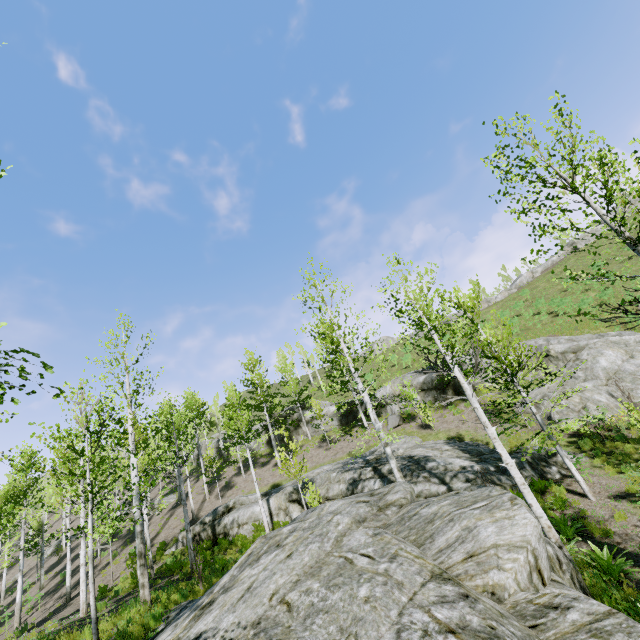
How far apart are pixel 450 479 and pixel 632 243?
10.6m

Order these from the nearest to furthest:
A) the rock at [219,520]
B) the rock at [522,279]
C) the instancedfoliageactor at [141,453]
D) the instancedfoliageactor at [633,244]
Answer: the instancedfoliageactor at [633,244], the instancedfoliageactor at [141,453], the rock at [219,520], the rock at [522,279]

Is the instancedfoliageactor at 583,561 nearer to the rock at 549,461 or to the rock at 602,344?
the rock at 549,461

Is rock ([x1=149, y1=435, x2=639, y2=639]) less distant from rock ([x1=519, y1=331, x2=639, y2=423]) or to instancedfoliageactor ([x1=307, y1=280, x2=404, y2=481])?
instancedfoliageactor ([x1=307, y1=280, x2=404, y2=481])

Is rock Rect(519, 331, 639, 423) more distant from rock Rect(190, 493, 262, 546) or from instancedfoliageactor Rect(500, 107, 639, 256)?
instancedfoliageactor Rect(500, 107, 639, 256)

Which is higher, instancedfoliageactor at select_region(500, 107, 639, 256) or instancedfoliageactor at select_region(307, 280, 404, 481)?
instancedfoliageactor at select_region(307, 280, 404, 481)
